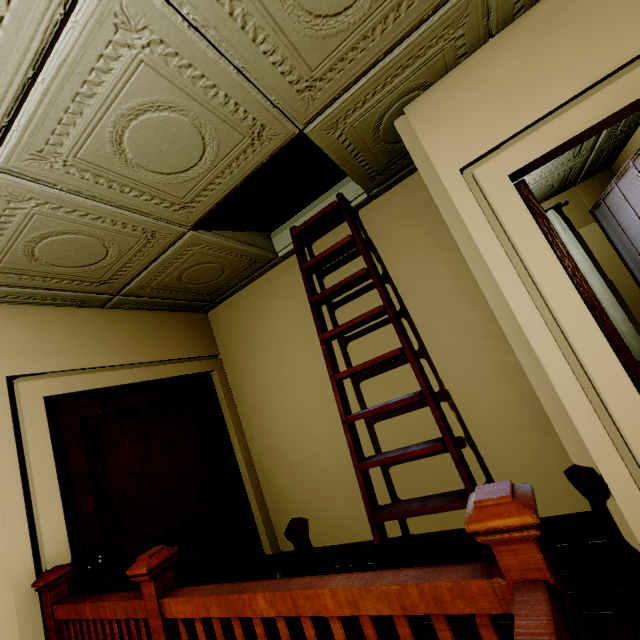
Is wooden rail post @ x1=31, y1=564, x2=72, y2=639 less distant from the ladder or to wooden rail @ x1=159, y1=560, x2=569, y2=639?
wooden rail @ x1=159, y1=560, x2=569, y2=639

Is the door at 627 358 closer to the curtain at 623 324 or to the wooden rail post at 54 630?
the curtain at 623 324

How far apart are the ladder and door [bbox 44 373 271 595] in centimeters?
156cm

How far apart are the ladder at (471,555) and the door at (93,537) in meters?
1.6 m

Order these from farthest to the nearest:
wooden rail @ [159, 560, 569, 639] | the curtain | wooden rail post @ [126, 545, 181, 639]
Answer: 1. the curtain
2. wooden rail post @ [126, 545, 181, 639]
3. wooden rail @ [159, 560, 569, 639]

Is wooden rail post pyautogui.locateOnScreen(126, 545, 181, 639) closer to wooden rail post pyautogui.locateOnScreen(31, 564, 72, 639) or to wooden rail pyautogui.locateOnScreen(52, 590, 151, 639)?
wooden rail pyautogui.locateOnScreen(52, 590, 151, 639)

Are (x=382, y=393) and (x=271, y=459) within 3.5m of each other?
yes

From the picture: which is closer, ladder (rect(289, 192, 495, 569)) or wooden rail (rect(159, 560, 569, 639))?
wooden rail (rect(159, 560, 569, 639))
